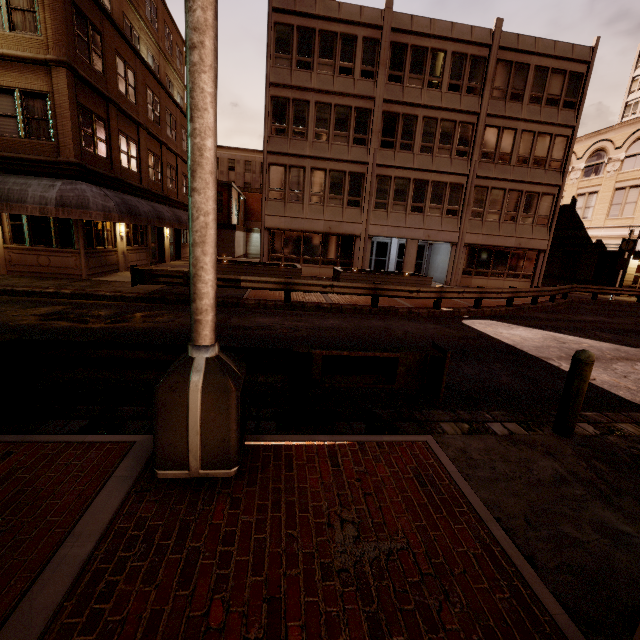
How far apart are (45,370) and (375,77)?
23.2 meters

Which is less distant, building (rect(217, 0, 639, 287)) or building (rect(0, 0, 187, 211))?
building (rect(0, 0, 187, 211))

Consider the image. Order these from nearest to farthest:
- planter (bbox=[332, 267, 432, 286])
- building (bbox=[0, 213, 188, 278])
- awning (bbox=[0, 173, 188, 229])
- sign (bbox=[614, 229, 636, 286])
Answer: awning (bbox=[0, 173, 188, 229]) < building (bbox=[0, 213, 188, 278]) < planter (bbox=[332, 267, 432, 286]) < sign (bbox=[614, 229, 636, 286])

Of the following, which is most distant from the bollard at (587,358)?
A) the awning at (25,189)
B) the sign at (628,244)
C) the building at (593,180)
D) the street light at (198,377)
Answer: the sign at (628,244)

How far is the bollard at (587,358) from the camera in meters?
4.2 m

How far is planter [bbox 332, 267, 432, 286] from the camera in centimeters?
1661cm

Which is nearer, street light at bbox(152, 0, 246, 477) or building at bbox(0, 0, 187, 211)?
street light at bbox(152, 0, 246, 477)

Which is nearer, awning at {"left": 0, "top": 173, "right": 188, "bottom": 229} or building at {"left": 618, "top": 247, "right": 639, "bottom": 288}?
awning at {"left": 0, "top": 173, "right": 188, "bottom": 229}
